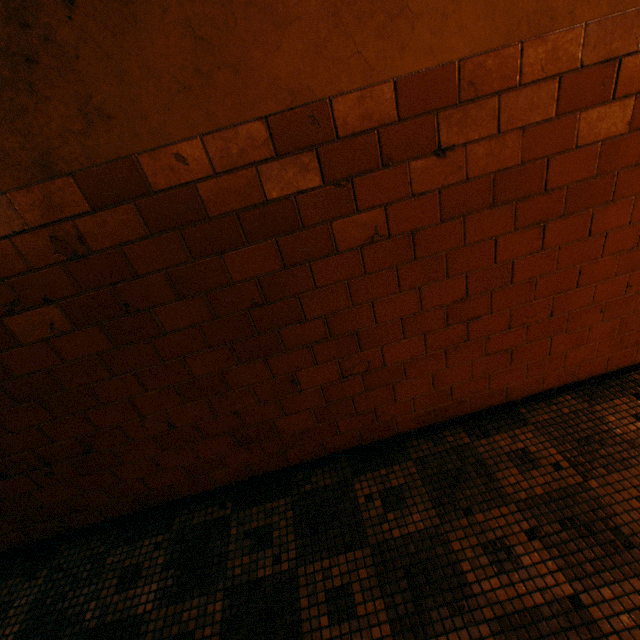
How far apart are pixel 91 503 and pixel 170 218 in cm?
193
